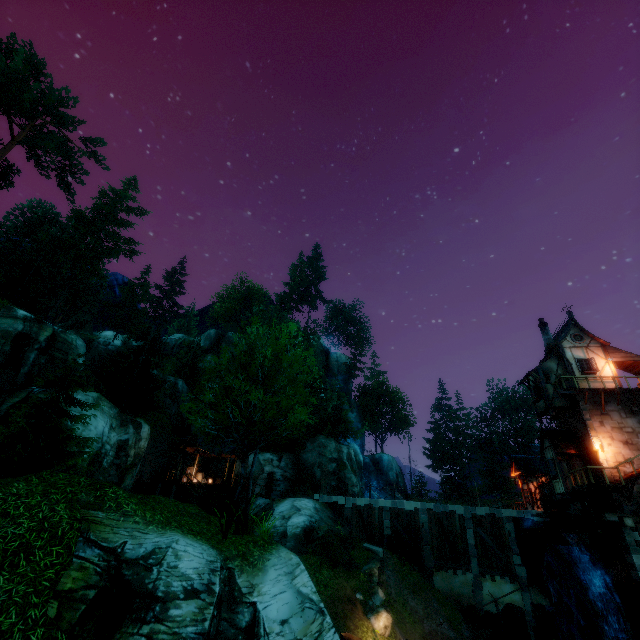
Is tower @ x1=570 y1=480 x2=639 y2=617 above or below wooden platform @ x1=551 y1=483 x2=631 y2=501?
below

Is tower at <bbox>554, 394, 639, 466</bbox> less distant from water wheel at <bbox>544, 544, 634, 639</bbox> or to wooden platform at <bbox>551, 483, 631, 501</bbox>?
wooden platform at <bbox>551, 483, 631, 501</bbox>

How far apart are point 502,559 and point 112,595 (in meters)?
29.16

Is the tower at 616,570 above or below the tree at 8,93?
below

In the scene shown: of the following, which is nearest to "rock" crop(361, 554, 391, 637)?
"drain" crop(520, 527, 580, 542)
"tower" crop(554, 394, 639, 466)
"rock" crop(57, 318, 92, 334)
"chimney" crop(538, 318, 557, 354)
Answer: "drain" crop(520, 527, 580, 542)

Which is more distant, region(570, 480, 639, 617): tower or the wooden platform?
the wooden platform

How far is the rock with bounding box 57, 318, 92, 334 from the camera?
50.1m

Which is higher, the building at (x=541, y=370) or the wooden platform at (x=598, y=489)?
the building at (x=541, y=370)
